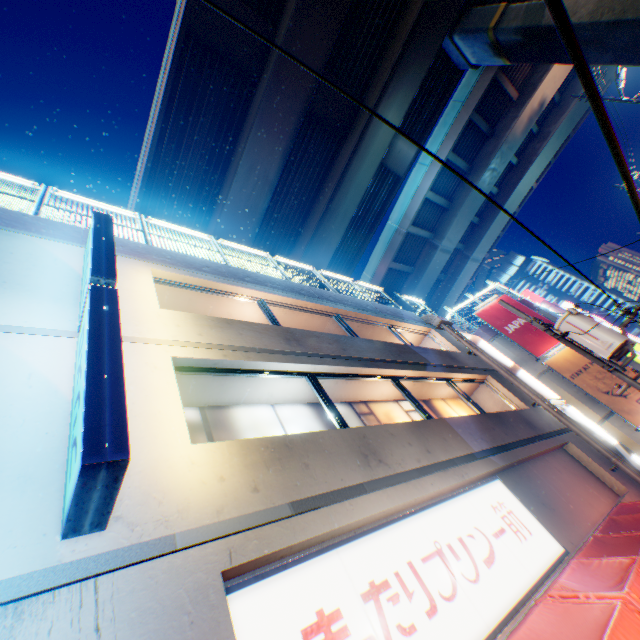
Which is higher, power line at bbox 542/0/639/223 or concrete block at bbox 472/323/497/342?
concrete block at bbox 472/323/497/342

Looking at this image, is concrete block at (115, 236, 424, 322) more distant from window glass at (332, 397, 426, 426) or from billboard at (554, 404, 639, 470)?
billboard at (554, 404, 639, 470)

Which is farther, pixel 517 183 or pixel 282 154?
pixel 517 183

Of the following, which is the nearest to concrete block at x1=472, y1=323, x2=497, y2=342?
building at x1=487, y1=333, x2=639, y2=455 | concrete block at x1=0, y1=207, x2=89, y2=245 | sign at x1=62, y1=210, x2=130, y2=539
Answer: building at x1=487, y1=333, x2=639, y2=455

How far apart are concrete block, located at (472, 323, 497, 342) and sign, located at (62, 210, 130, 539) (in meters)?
19.16

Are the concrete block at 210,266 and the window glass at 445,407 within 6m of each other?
yes

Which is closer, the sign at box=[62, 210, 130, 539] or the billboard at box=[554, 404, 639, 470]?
the sign at box=[62, 210, 130, 539]

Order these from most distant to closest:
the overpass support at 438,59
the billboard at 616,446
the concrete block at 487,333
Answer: the concrete block at 487,333 → the overpass support at 438,59 → the billboard at 616,446
